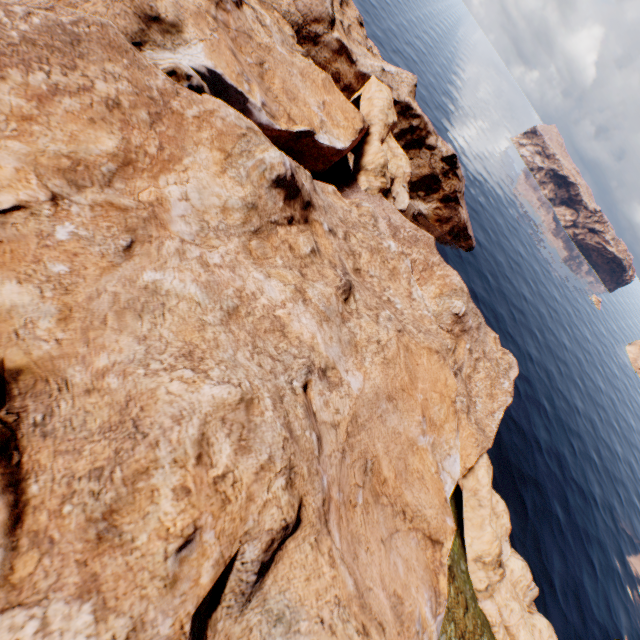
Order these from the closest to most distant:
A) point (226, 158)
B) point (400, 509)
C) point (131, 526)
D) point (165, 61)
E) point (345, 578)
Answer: point (131, 526) → point (345, 578) → point (400, 509) → point (165, 61) → point (226, 158)
